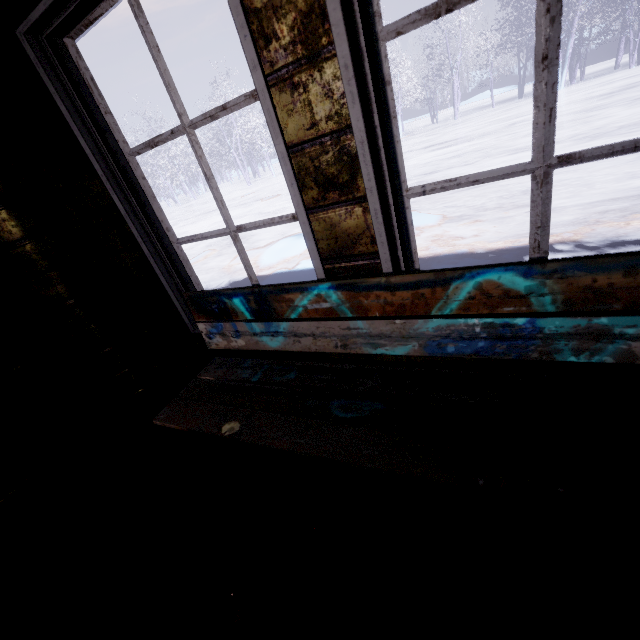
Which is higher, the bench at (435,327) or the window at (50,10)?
the window at (50,10)

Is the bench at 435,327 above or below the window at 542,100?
below

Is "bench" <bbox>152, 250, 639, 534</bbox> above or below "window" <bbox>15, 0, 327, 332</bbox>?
below

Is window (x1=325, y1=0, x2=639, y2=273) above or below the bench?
above

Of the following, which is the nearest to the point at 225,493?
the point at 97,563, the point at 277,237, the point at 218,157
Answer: the point at 97,563
